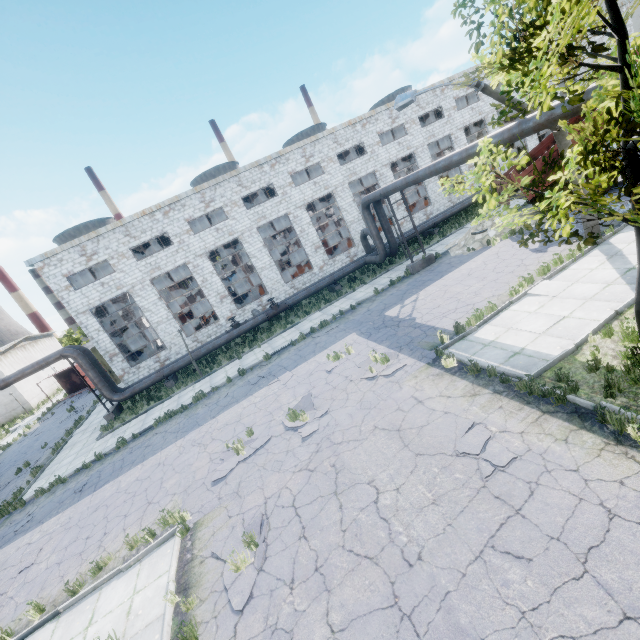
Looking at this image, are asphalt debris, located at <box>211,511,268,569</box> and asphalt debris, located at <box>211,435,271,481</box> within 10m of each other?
yes

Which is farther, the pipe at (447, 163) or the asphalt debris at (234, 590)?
the pipe at (447, 163)

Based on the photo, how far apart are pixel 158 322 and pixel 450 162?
22.03m

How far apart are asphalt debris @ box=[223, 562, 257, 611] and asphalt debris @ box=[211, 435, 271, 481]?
2.0 meters

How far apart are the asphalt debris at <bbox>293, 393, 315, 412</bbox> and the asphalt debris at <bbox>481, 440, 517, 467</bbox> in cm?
400

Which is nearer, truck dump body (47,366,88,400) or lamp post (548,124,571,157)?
lamp post (548,124,571,157)

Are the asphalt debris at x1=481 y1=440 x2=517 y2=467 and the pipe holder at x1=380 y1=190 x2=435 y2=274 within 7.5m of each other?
no

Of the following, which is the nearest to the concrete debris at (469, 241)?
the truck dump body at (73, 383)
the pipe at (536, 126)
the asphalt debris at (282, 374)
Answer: the pipe at (536, 126)
